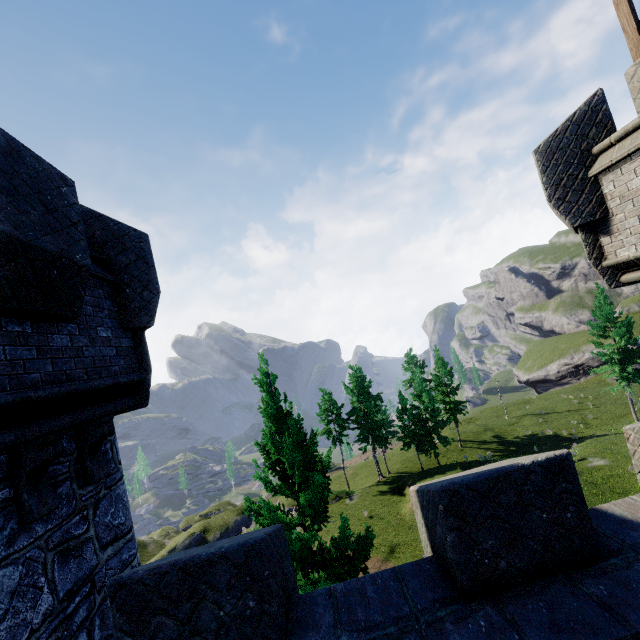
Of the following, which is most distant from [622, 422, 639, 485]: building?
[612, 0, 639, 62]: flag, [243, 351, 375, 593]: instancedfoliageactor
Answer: [243, 351, 375, 593]: instancedfoliageactor

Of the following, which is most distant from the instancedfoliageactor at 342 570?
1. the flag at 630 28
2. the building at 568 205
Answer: the flag at 630 28

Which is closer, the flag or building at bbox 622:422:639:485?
building at bbox 622:422:639:485

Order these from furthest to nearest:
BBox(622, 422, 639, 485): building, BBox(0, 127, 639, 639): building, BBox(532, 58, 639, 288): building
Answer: BBox(532, 58, 639, 288): building
BBox(622, 422, 639, 485): building
BBox(0, 127, 639, 639): building

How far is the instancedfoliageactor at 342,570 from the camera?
8.2m

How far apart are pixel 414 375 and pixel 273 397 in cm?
2979
